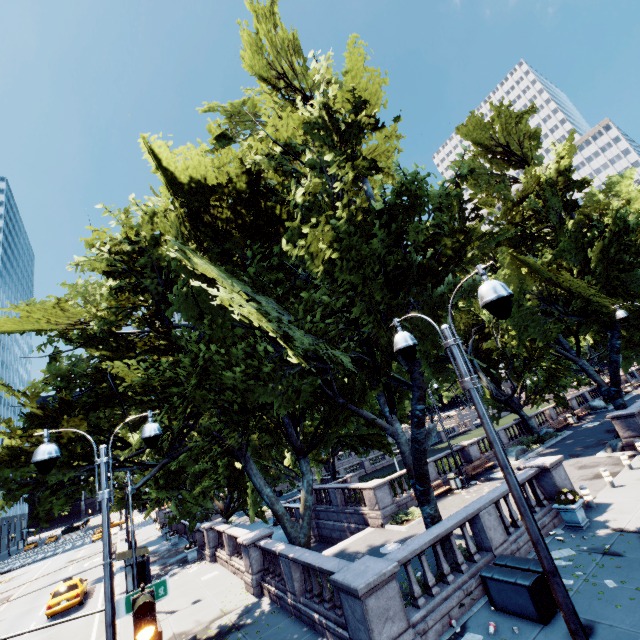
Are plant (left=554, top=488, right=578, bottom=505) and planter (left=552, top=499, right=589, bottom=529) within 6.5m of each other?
yes

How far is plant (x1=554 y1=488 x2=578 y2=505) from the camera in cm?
1222

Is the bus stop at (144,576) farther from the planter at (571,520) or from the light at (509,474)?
the planter at (571,520)

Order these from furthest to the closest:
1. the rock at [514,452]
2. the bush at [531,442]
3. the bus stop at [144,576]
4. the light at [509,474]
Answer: the bush at [531,442] < the rock at [514,452] < the bus stop at [144,576] < the light at [509,474]

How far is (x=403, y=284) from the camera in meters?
10.5

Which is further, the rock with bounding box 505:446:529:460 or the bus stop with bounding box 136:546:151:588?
the rock with bounding box 505:446:529:460

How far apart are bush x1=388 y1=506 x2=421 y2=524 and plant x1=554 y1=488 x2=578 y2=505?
7.80m

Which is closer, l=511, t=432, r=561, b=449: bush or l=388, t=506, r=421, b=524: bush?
l=388, t=506, r=421, b=524: bush
